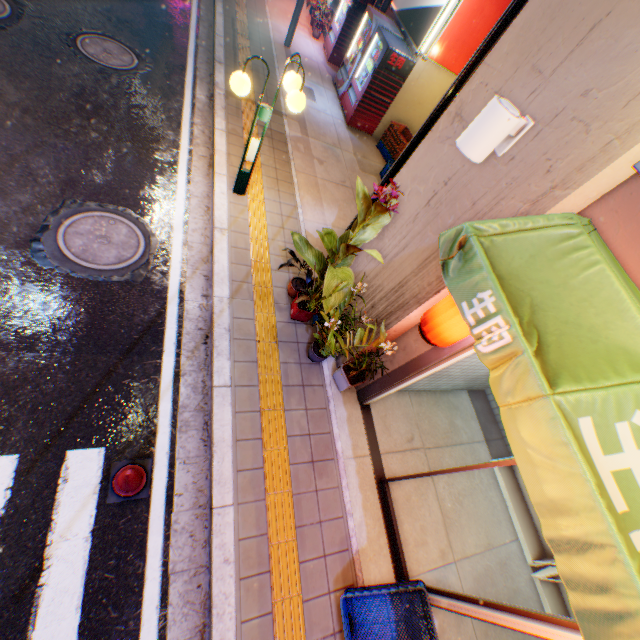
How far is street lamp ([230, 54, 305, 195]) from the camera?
4.3 meters

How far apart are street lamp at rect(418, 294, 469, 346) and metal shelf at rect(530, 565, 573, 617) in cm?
381

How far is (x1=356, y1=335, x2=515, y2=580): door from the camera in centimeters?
344cm

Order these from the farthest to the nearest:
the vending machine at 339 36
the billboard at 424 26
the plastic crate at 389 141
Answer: the plastic crate at 389 141 → the vending machine at 339 36 → the billboard at 424 26

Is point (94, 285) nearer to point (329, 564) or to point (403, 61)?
point (329, 564)

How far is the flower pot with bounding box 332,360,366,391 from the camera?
4.7m

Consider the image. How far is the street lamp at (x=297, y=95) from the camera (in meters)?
4.33

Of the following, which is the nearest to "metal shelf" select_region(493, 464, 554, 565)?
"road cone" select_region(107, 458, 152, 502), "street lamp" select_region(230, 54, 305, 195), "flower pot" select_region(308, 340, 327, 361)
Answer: "flower pot" select_region(308, 340, 327, 361)
